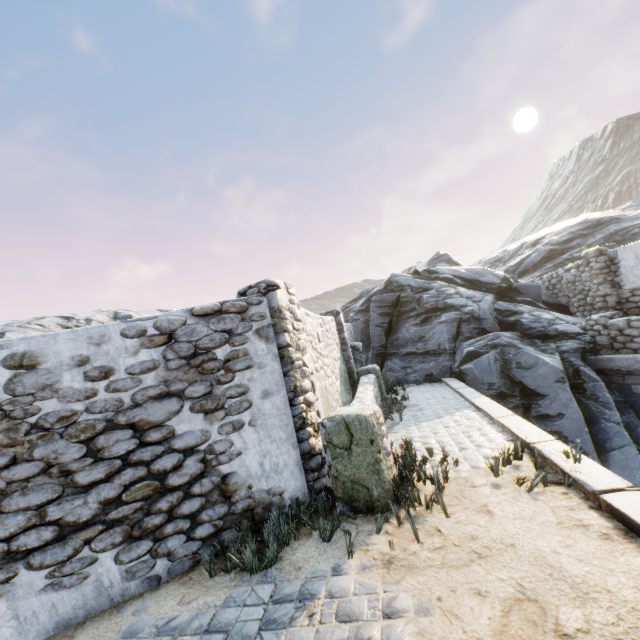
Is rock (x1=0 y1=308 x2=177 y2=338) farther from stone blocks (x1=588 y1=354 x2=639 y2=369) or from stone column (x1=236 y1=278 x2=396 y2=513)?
stone column (x1=236 y1=278 x2=396 y2=513)

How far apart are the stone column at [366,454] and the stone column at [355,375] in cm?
496

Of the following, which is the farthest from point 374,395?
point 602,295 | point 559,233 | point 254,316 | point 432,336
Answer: point 559,233

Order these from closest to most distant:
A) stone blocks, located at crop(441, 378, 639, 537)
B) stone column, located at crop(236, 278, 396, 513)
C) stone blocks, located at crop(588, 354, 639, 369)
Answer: stone blocks, located at crop(441, 378, 639, 537)
stone column, located at crop(236, 278, 396, 513)
stone blocks, located at crop(588, 354, 639, 369)

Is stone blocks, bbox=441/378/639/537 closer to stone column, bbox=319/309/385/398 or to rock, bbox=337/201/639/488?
rock, bbox=337/201/639/488

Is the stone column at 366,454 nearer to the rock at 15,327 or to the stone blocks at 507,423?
the stone blocks at 507,423

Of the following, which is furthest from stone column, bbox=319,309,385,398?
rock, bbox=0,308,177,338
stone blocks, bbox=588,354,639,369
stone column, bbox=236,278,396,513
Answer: stone column, bbox=236,278,396,513

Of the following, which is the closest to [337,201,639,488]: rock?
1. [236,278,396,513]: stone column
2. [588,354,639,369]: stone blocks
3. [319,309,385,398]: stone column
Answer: [588,354,639,369]: stone blocks
